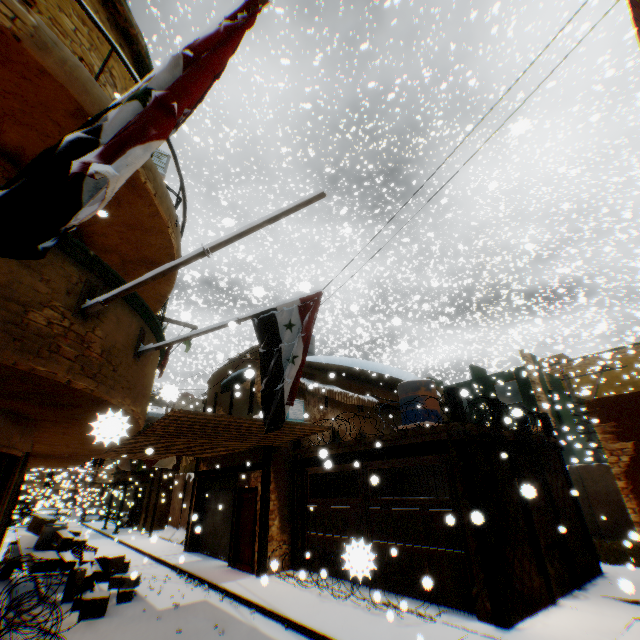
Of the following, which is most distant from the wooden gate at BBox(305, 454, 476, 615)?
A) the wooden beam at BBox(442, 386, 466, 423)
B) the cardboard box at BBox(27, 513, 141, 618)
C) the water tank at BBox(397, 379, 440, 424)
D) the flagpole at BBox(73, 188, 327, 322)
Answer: the cardboard box at BBox(27, 513, 141, 618)

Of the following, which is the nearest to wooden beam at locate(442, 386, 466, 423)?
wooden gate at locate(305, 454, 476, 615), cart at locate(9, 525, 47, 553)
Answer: wooden gate at locate(305, 454, 476, 615)

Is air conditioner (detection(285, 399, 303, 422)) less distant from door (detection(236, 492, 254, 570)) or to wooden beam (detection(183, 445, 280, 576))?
wooden beam (detection(183, 445, 280, 576))

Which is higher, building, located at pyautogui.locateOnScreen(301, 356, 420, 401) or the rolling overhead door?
building, located at pyautogui.locateOnScreen(301, 356, 420, 401)

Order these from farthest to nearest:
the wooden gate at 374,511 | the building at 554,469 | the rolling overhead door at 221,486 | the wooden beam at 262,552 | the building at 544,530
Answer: the rolling overhead door at 221,486 → the wooden beam at 262,552 → the building at 554,469 → the building at 544,530 → the wooden gate at 374,511

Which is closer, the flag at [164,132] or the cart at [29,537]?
the flag at [164,132]

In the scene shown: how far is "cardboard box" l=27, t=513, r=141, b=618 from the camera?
7.86m

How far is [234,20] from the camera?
2.1m
